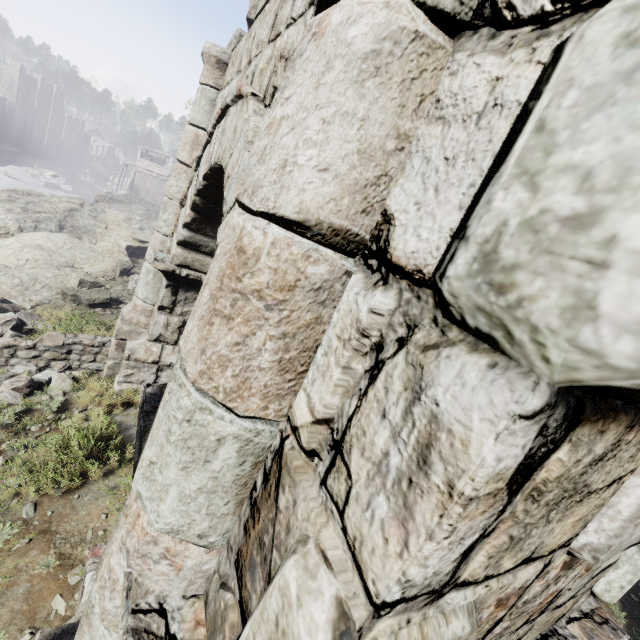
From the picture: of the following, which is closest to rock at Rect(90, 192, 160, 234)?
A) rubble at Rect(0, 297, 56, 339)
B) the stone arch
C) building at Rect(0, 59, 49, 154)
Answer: building at Rect(0, 59, 49, 154)

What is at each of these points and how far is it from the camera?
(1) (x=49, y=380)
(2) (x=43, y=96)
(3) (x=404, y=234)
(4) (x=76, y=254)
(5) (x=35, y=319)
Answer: (1) rubble, 5.66m
(2) building, 59.16m
(3) stone arch, 0.84m
(4) rock, 12.81m
(5) rubble, 7.67m

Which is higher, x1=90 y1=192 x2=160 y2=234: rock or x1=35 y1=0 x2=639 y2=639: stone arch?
x1=35 y1=0 x2=639 y2=639: stone arch

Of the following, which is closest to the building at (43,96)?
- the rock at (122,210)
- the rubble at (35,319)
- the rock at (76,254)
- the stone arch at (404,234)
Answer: the rock at (122,210)

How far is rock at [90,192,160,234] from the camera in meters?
18.6

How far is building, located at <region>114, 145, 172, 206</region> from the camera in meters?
50.9

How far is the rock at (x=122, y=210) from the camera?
18.61m

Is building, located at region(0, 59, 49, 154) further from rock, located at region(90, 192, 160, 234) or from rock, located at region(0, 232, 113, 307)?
rock, located at region(0, 232, 113, 307)
